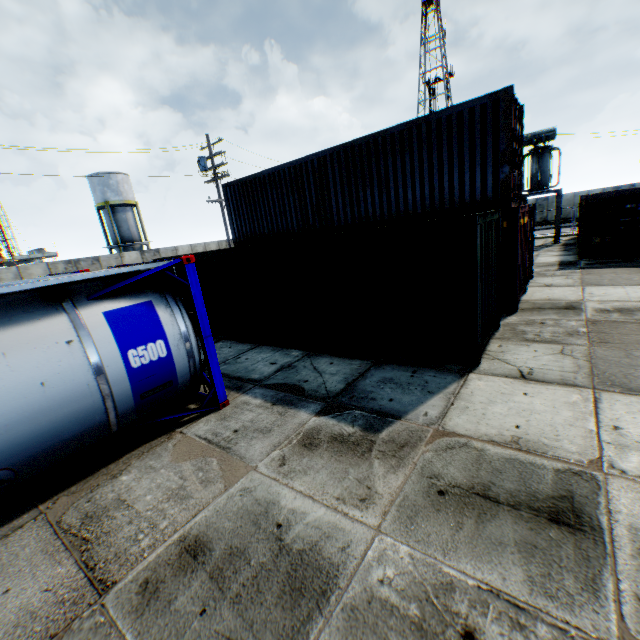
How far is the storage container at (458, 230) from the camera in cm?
666

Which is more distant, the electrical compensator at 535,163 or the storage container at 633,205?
the electrical compensator at 535,163

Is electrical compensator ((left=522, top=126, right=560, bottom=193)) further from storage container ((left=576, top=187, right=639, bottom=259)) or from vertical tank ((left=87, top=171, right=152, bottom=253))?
vertical tank ((left=87, top=171, right=152, bottom=253))

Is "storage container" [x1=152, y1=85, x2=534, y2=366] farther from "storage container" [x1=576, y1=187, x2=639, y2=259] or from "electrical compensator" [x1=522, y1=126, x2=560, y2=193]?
"electrical compensator" [x1=522, y1=126, x2=560, y2=193]

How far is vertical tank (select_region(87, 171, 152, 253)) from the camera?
34.7m

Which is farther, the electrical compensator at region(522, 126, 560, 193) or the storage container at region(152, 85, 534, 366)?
the electrical compensator at region(522, 126, 560, 193)

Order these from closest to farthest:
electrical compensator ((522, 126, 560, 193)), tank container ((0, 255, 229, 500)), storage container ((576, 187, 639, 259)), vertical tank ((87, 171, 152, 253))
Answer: tank container ((0, 255, 229, 500)) → storage container ((576, 187, 639, 259)) → electrical compensator ((522, 126, 560, 193)) → vertical tank ((87, 171, 152, 253))

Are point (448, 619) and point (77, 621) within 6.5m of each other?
yes
